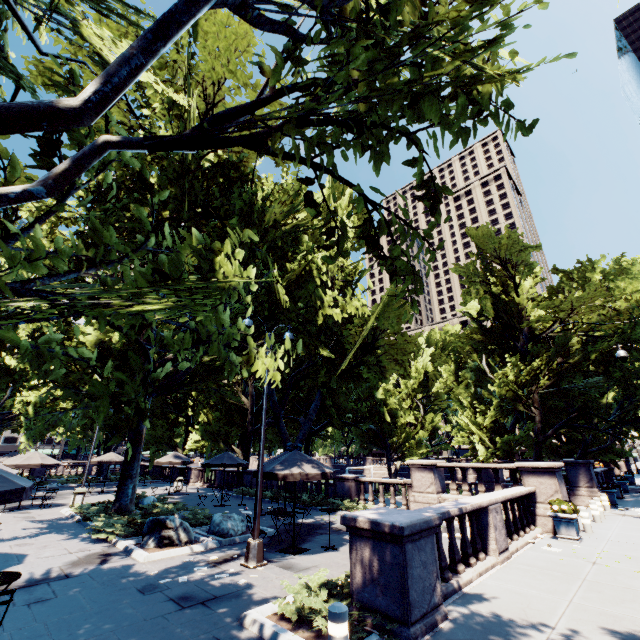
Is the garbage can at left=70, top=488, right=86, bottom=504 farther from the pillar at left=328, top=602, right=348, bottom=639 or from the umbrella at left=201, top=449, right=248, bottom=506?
the pillar at left=328, top=602, right=348, bottom=639

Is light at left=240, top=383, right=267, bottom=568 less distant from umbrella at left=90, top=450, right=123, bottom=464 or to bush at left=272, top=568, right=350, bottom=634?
bush at left=272, top=568, right=350, bottom=634

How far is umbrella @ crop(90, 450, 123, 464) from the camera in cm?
2517

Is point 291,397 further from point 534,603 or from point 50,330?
point 50,330

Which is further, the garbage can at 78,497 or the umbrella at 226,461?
the umbrella at 226,461

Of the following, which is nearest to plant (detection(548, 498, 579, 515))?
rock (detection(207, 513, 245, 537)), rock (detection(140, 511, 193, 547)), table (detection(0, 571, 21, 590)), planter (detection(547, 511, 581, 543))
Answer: planter (detection(547, 511, 581, 543))

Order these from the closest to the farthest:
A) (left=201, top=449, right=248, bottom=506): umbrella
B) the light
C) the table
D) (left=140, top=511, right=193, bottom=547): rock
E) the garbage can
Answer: the table → the light → (left=140, top=511, right=193, bottom=547): rock → the garbage can → (left=201, top=449, right=248, bottom=506): umbrella

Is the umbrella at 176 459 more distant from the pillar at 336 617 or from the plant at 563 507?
the pillar at 336 617
